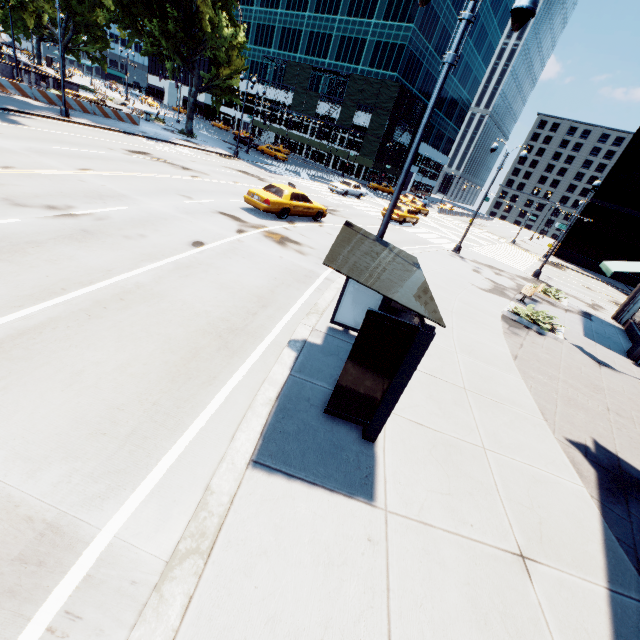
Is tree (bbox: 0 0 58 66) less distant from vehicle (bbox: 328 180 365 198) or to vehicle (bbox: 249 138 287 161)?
vehicle (bbox: 249 138 287 161)

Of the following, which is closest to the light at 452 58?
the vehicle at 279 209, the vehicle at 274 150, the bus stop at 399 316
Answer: the bus stop at 399 316

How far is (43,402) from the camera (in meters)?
4.18

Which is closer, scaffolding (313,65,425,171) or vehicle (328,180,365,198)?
vehicle (328,180,365,198)

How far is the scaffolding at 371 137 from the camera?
53.16m

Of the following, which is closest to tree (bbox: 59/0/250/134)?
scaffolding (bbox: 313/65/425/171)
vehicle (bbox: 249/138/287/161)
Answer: vehicle (bbox: 249/138/287/161)

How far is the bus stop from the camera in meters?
4.2 m

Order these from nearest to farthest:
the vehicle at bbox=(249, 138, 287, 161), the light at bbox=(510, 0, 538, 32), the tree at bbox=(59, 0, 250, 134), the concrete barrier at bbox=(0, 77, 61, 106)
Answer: the light at bbox=(510, 0, 538, 32)
the concrete barrier at bbox=(0, 77, 61, 106)
the tree at bbox=(59, 0, 250, 134)
the vehicle at bbox=(249, 138, 287, 161)
